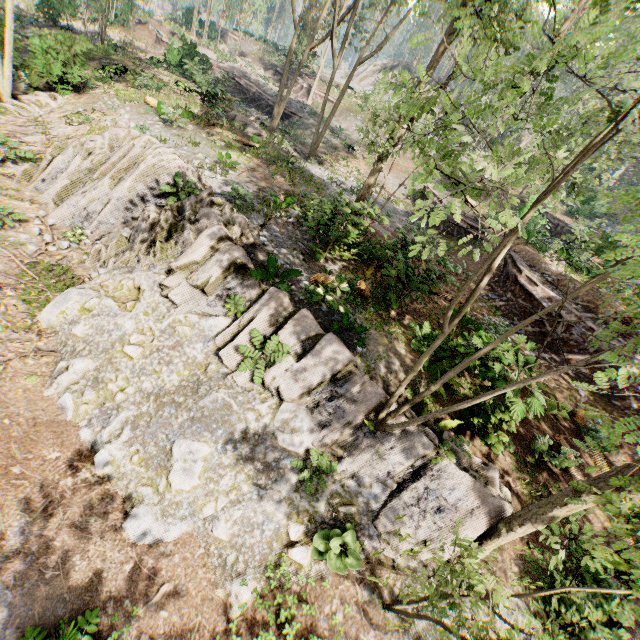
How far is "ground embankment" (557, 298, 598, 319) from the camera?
14.27m

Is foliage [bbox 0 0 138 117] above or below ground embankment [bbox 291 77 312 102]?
below

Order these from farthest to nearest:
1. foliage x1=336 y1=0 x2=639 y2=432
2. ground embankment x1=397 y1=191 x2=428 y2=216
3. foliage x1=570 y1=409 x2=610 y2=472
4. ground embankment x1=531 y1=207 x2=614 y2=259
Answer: ground embankment x1=397 y1=191 x2=428 y2=216 → ground embankment x1=531 y1=207 x2=614 y2=259 → foliage x1=570 y1=409 x2=610 y2=472 → foliage x1=336 y1=0 x2=639 y2=432

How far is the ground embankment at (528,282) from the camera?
15.4m

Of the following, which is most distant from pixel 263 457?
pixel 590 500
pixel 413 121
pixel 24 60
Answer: pixel 24 60

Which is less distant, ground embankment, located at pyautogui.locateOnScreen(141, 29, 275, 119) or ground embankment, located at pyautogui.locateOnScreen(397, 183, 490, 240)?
ground embankment, located at pyautogui.locateOnScreen(141, 29, 275, 119)

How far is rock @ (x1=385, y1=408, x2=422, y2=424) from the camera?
7.8m

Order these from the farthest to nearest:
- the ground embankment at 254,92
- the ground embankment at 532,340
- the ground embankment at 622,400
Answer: the ground embankment at 254,92 < the ground embankment at 622,400 < the ground embankment at 532,340
